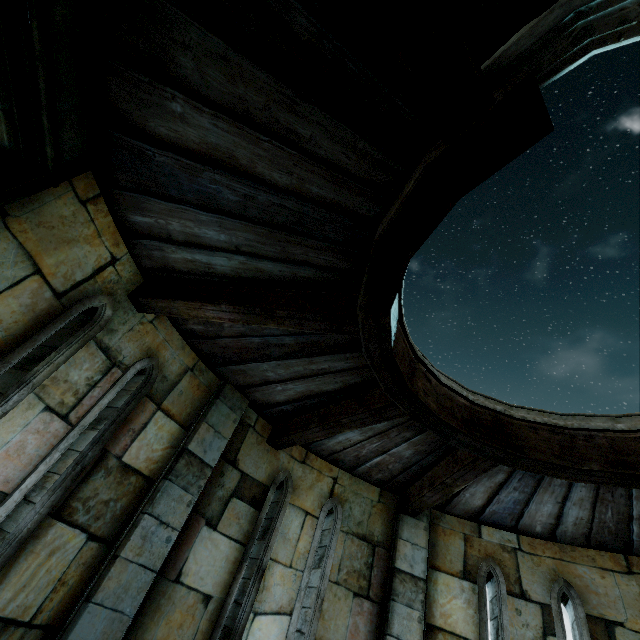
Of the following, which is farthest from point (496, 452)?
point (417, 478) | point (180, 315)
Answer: point (180, 315)
